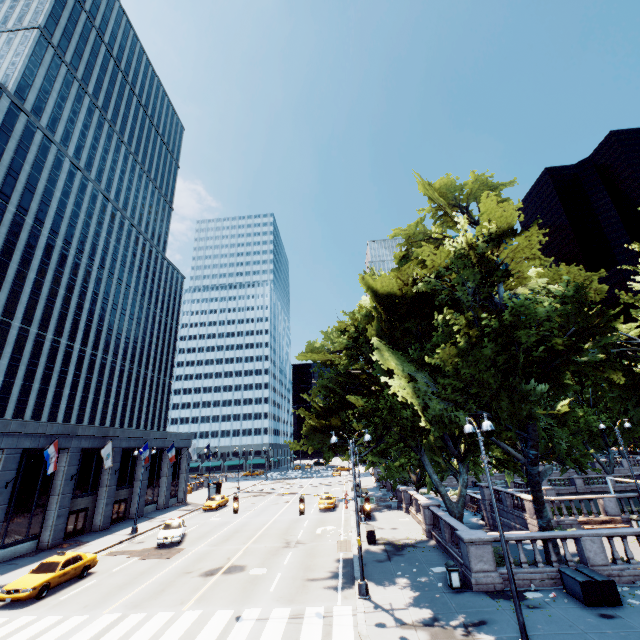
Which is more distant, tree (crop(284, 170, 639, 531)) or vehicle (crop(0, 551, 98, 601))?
vehicle (crop(0, 551, 98, 601))

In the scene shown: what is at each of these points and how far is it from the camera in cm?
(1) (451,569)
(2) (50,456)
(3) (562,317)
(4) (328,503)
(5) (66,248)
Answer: (1) garbage can, 1544
(2) flag, 2412
(3) tree, 1719
(4) vehicle, 3622
(5) building, 5966

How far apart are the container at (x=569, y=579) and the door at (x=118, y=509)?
40.17m

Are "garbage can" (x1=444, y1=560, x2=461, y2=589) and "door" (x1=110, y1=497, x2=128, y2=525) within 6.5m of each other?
no

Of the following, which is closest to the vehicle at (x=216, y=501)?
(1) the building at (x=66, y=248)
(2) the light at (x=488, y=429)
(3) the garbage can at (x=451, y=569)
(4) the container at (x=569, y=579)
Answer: (1) the building at (x=66, y=248)

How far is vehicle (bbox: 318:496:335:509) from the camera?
36.0 meters

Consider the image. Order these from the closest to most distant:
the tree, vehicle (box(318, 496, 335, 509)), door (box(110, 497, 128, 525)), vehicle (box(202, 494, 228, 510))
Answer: the tree, door (box(110, 497, 128, 525)), vehicle (box(318, 496, 335, 509)), vehicle (box(202, 494, 228, 510))

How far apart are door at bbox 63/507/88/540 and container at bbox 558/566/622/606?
37.6 meters
